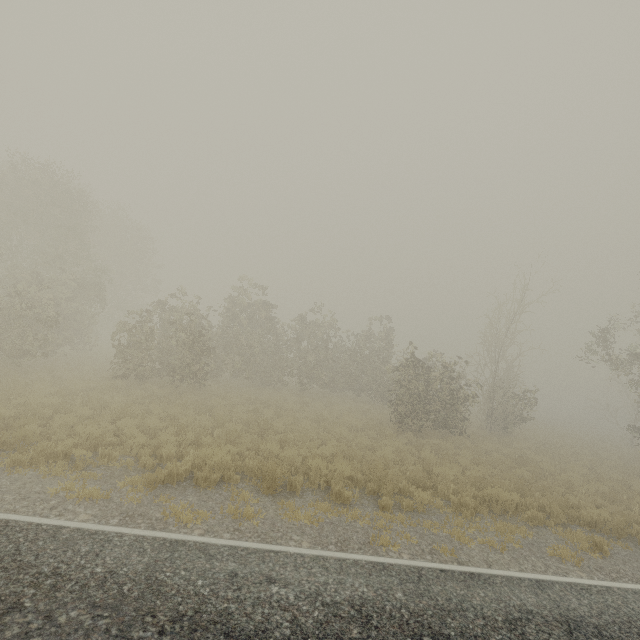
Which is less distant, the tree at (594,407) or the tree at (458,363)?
the tree at (458,363)

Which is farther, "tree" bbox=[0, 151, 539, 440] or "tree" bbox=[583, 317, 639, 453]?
"tree" bbox=[583, 317, 639, 453]

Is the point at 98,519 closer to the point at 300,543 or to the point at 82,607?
the point at 82,607
